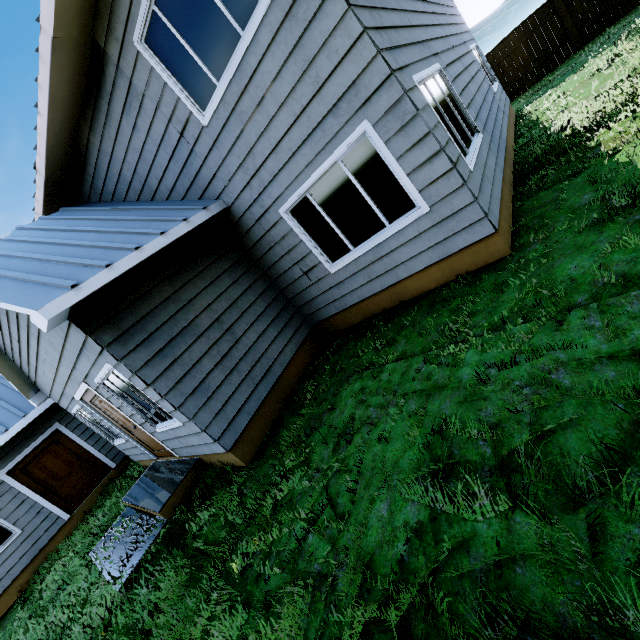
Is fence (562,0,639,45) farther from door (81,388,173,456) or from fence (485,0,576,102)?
Answer: door (81,388,173,456)

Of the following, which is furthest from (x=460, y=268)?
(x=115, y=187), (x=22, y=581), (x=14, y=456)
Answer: (x=22, y=581)

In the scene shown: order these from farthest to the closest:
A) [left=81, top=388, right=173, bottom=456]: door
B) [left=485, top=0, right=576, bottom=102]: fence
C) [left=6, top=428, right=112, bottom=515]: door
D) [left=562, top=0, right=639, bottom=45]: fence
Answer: [left=485, top=0, right=576, bottom=102]: fence
[left=562, top=0, right=639, bottom=45]: fence
[left=6, top=428, right=112, bottom=515]: door
[left=81, top=388, right=173, bottom=456]: door

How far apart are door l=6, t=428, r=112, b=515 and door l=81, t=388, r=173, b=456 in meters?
4.4 m

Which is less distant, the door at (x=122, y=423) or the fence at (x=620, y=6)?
the door at (x=122, y=423)

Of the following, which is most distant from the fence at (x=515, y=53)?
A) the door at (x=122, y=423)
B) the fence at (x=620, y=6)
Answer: the door at (x=122, y=423)

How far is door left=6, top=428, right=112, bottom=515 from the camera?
9.16m

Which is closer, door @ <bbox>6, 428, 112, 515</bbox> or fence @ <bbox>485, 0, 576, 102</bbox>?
door @ <bbox>6, 428, 112, 515</bbox>
